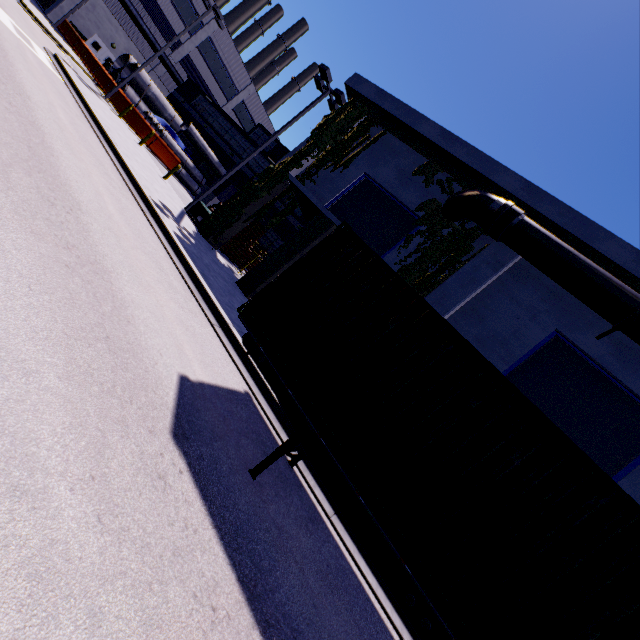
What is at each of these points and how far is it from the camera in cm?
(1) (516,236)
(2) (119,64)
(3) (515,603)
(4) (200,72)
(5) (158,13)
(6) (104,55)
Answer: (1) pipe, 1028
(2) concrete pipe stack, 2861
(3) cargo container, 338
(4) building, 3975
(5) building, 3381
(6) door, 3381

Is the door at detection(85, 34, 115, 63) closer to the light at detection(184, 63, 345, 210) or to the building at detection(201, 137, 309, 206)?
the building at detection(201, 137, 309, 206)

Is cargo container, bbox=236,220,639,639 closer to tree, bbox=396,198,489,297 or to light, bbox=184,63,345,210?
tree, bbox=396,198,489,297

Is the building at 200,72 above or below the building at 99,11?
above

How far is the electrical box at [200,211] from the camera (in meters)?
15.95

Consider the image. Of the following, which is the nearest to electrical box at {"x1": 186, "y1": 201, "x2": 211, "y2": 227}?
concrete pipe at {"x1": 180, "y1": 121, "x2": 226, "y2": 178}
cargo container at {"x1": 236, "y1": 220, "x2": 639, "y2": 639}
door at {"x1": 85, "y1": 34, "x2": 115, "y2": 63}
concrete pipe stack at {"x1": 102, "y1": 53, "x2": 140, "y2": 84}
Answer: concrete pipe stack at {"x1": 102, "y1": 53, "x2": 140, "y2": 84}

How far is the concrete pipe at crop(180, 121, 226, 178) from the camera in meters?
25.8

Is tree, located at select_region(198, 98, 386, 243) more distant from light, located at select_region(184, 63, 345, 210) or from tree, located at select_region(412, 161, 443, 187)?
tree, located at select_region(412, 161, 443, 187)
